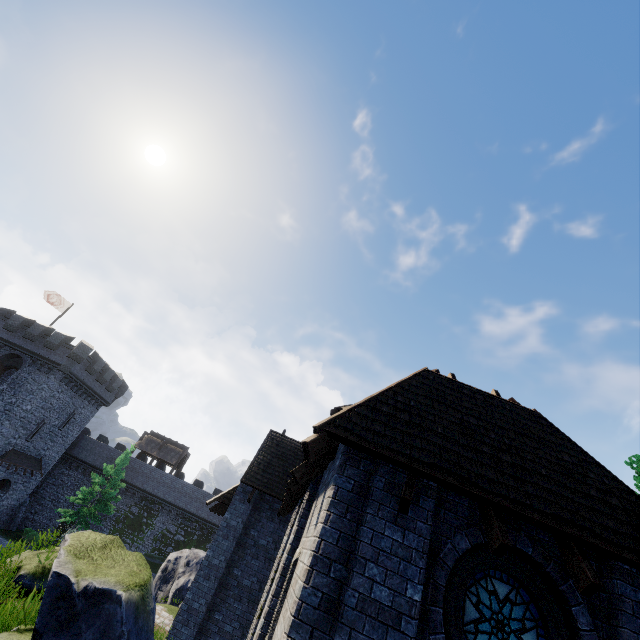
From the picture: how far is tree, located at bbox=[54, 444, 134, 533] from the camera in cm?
3041

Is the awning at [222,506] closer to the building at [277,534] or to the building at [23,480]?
the building at [277,534]

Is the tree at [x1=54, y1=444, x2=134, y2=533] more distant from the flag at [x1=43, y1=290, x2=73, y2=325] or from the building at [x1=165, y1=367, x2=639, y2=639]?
the building at [x1=165, y1=367, x2=639, y2=639]

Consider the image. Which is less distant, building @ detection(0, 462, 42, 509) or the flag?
building @ detection(0, 462, 42, 509)

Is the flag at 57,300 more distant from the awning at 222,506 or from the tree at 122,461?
the awning at 222,506

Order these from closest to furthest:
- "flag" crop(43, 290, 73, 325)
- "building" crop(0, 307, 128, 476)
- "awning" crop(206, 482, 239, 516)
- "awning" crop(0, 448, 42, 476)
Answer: "awning" crop(206, 482, 239, 516)
"awning" crop(0, 448, 42, 476)
"building" crop(0, 307, 128, 476)
"flag" crop(43, 290, 73, 325)

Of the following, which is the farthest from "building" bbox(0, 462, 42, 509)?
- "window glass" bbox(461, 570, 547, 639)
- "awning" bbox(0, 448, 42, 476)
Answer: "window glass" bbox(461, 570, 547, 639)

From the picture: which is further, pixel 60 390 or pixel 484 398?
pixel 60 390
